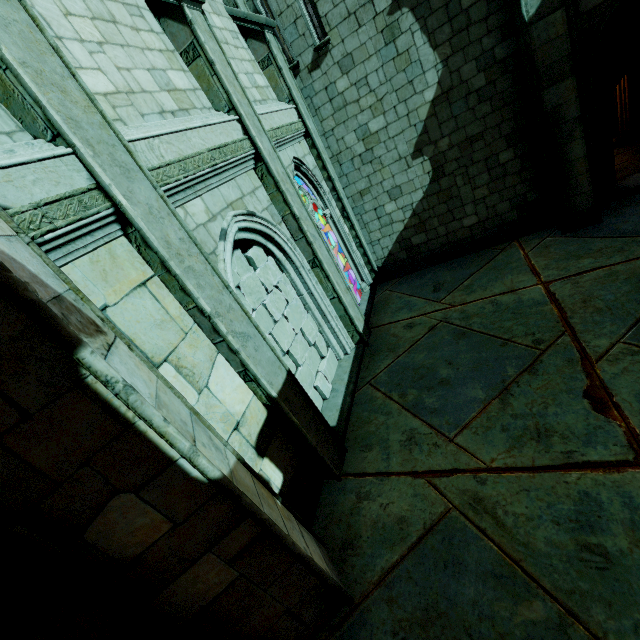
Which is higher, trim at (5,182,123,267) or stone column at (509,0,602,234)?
trim at (5,182,123,267)

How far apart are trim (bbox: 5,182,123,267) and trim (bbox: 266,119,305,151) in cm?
393

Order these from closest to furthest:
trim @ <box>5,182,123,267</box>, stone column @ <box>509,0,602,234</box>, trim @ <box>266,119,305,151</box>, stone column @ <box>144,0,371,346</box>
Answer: trim @ <box>5,182,123,267</box>
stone column @ <box>144,0,371,346</box>
stone column @ <box>509,0,602,234</box>
trim @ <box>266,119,305,151</box>

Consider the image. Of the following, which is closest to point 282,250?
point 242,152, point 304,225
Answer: point 304,225

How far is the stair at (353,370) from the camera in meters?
6.1

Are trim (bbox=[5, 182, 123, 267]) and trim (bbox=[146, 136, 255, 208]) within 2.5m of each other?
yes

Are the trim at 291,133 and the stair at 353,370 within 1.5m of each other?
no

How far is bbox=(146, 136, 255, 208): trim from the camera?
3.87m
